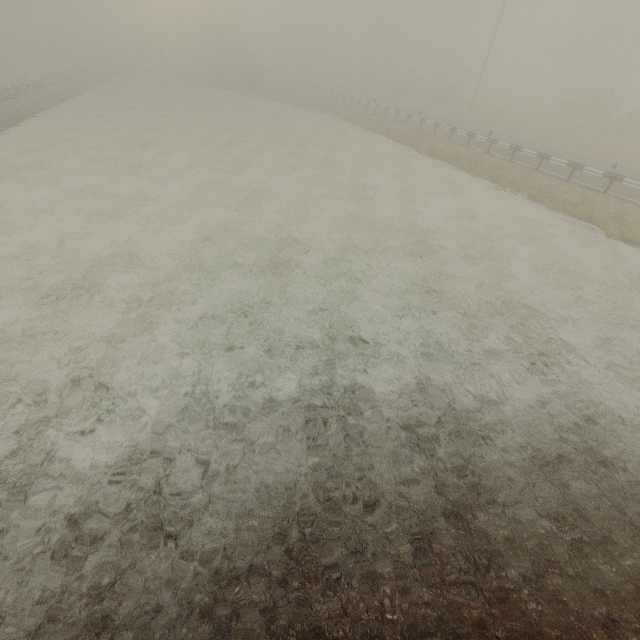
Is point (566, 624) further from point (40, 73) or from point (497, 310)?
point (40, 73)
